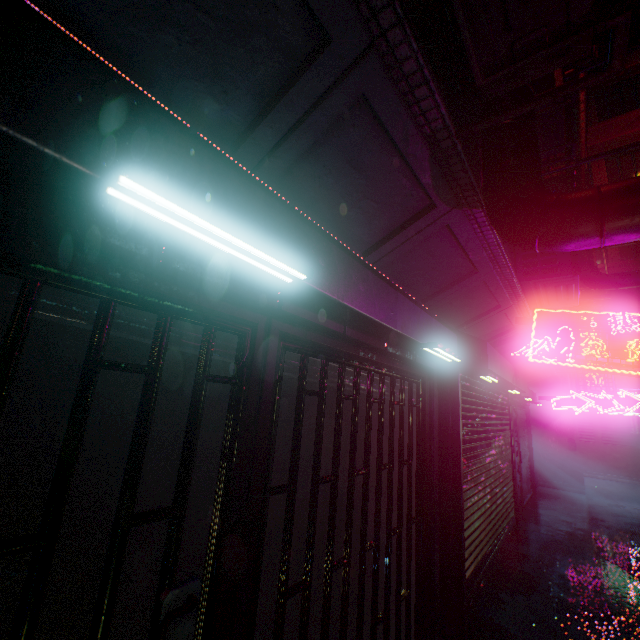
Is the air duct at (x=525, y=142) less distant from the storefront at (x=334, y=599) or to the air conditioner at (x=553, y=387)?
the storefront at (x=334, y=599)

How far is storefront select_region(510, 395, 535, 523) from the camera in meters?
7.1

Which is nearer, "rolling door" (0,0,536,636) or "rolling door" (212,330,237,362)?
"rolling door" (0,0,536,636)

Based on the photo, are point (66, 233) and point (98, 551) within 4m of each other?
yes

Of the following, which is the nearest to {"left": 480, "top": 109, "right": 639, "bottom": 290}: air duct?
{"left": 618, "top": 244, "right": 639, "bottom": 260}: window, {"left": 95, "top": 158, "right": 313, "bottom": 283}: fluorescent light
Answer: {"left": 95, "top": 158, "right": 313, "bottom": 283}: fluorescent light

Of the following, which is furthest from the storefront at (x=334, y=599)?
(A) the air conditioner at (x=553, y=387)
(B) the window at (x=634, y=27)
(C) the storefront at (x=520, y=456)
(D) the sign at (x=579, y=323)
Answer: (B) the window at (x=634, y=27)

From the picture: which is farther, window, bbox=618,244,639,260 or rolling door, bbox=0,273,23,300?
window, bbox=618,244,639,260

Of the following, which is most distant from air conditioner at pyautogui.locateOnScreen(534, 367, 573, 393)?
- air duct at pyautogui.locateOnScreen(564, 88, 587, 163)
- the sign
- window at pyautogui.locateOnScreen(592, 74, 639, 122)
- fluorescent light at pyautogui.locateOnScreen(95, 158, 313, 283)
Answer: fluorescent light at pyautogui.locateOnScreen(95, 158, 313, 283)
